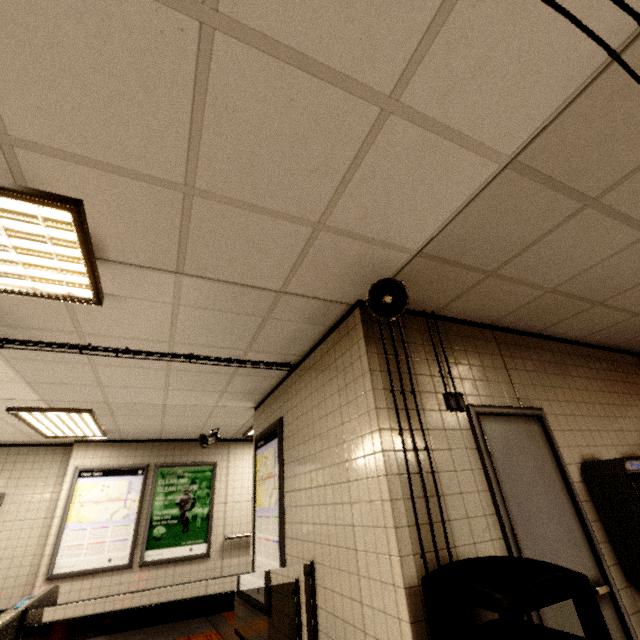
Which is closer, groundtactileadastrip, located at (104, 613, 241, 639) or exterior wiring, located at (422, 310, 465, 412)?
exterior wiring, located at (422, 310, 465, 412)

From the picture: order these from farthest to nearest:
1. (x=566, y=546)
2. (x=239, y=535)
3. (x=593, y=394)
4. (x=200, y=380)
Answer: (x=239, y=535), (x=200, y=380), (x=593, y=394), (x=566, y=546)

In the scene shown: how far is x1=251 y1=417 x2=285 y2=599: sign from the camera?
3.5 meters

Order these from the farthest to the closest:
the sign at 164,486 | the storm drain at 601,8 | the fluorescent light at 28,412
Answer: the sign at 164,486 → the fluorescent light at 28,412 → the storm drain at 601,8

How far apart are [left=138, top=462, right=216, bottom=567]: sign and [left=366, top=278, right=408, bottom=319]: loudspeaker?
6.5m

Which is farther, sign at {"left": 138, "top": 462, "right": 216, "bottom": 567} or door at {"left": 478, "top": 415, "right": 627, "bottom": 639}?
sign at {"left": 138, "top": 462, "right": 216, "bottom": 567}

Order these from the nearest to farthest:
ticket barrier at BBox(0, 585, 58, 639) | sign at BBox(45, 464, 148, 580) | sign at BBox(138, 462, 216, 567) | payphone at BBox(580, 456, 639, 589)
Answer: ticket barrier at BBox(0, 585, 58, 639) < payphone at BBox(580, 456, 639, 589) < sign at BBox(45, 464, 148, 580) < sign at BBox(138, 462, 216, 567)

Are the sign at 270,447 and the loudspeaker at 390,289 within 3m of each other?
yes
